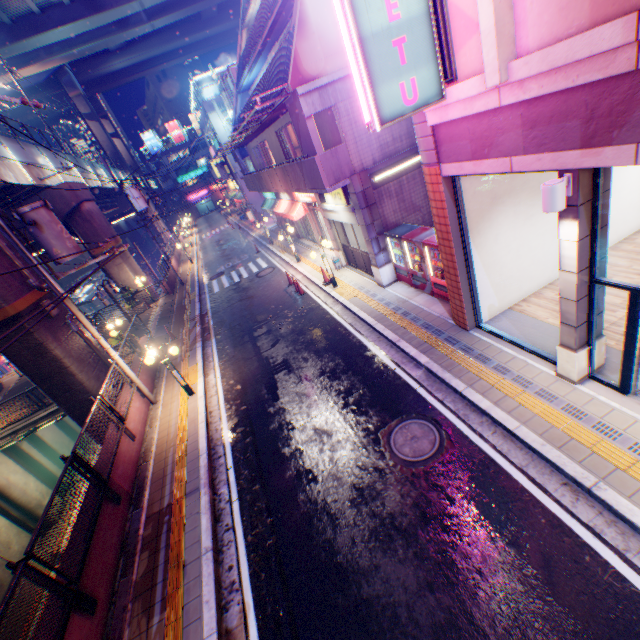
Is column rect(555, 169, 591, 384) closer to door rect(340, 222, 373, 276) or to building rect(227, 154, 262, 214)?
door rect(340, 222, 373, 276)

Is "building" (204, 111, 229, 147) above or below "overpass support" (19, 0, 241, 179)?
below

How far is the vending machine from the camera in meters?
10.1

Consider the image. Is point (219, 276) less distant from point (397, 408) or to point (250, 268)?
point (250, 268)

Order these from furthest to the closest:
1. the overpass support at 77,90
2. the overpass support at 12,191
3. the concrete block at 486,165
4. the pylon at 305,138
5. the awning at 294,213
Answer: the overpass support at 77,90 < the awning at 294,213 < the overpass support at 12,191 < the pylon at 305,138 < the concrete block at 486,165

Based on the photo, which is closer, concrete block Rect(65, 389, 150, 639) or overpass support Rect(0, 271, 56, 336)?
concrete block Rect(65, 389, 150, 639)

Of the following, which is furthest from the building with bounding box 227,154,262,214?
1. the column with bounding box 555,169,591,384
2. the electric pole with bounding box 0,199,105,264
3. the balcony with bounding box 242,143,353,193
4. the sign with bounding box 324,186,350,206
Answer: the column with bounding box 555,169,591,384

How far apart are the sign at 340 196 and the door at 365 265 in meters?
0.8
